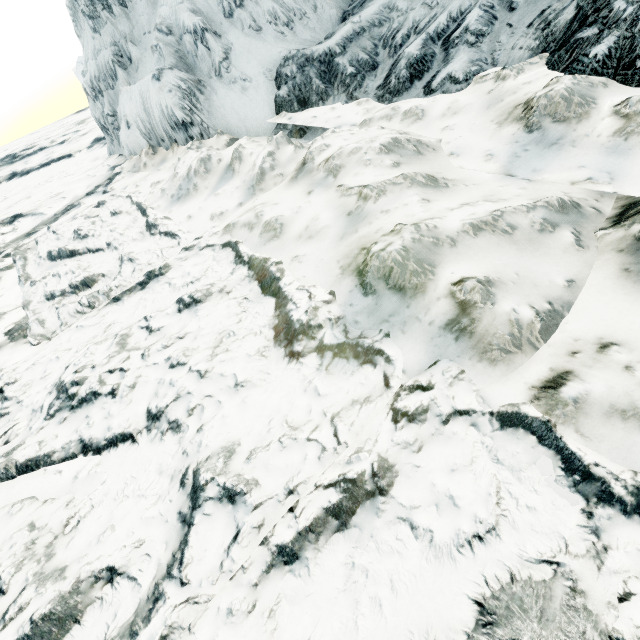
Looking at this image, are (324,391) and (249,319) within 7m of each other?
yes
